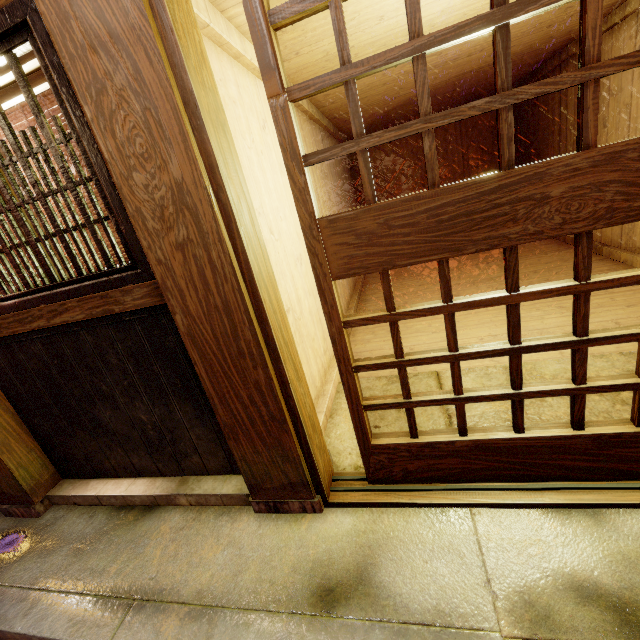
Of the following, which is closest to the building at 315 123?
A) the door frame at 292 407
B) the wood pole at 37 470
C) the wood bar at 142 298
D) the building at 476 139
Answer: the door frame at 292 407

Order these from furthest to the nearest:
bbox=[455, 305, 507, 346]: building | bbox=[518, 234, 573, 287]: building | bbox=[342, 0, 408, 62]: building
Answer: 1. bbox=[518, 234, 573, 287]: building
2. bbox=[455, 305, 507, 346]: building
3. bbox=[342, 0, 408, 62]: building

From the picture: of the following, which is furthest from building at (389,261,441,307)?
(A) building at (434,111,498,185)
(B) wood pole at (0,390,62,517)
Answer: (B) wood pole at (0,390,62,517)

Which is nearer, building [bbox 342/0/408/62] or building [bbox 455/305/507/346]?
building [bbox 342/0/408/62]

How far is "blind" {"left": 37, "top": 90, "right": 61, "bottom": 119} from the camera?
3.2m

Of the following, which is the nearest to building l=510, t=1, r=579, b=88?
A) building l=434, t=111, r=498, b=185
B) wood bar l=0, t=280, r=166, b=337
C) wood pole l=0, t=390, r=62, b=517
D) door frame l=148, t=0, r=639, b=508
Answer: door frame l=148, t=0, r=639, b=508

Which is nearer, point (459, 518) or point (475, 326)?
point (459, 518)

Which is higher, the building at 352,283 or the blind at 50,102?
the blind at 50,102
